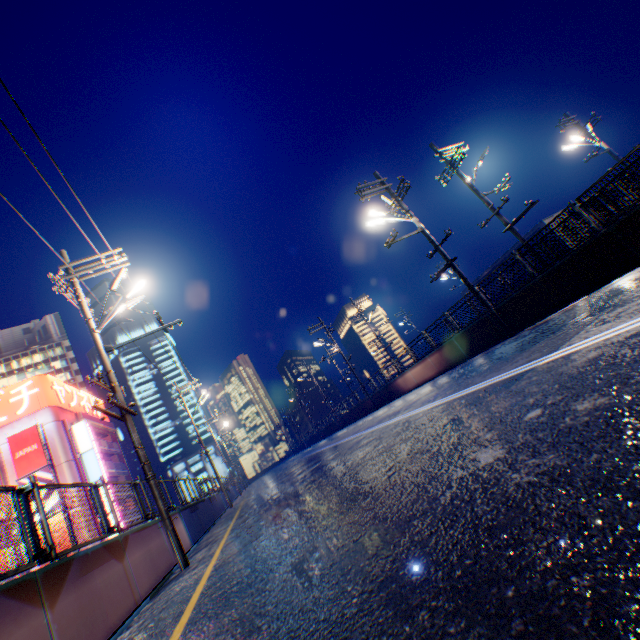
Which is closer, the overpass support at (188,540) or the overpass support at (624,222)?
the overpass support at (624,222)

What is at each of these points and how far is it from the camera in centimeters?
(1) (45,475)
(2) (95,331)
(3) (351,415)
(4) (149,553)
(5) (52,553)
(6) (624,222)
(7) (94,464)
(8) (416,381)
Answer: (1) billboard, 3080cm
(2) street light, 930cm
(3) overpass support, 3522cm
(4) overpass support, 741cm
(5) metal fence, 455cm
(6) overpass support, 891cm
(7) sign, 3406cm
(8) overpass support, 2127cm

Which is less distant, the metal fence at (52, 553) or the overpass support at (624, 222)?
the metal fence at (52, 553)

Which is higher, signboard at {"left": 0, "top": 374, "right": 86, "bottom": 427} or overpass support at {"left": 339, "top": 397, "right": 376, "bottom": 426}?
signboard at {"left": 0, "top": 374, "right": 86, "bottom": 427}

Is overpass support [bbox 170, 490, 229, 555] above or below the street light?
below

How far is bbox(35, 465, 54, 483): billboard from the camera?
30.59m

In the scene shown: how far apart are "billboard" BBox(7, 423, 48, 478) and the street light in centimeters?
3103cm
